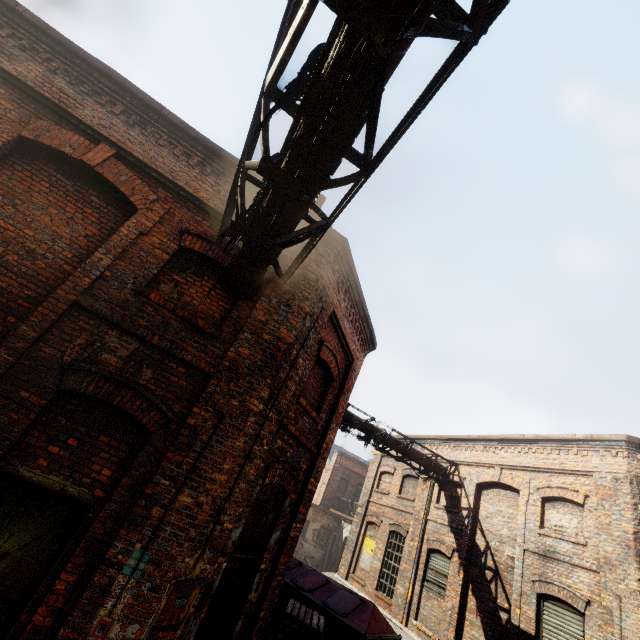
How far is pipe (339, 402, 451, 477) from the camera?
13.45m

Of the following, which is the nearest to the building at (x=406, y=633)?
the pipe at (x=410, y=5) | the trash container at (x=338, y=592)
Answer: the trash container at (x=338, y=592)

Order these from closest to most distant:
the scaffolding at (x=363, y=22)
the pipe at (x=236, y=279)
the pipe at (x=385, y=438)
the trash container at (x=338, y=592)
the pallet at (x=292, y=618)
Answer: the scaffolding at (x=363, y=22)
the pipe at (x=236, y=279)
the pallet at (x=292, y=618)
the trash container at (x=338, y=592)
the pipe at (x=385, y=438)

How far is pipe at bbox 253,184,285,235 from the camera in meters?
3.4

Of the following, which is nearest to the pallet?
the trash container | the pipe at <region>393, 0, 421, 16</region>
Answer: the trash container

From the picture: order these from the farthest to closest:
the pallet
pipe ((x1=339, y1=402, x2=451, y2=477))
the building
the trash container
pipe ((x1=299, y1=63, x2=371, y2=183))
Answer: pipe ((x1=339, y1=402, x2=451, y2=477)) → the building → the trash container → the pallet → pipe ((x1=299, y1=63, x2=371, y2=183))

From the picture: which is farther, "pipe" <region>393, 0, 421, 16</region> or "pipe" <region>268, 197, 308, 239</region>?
"pipe" <region>268, 197, 308, 239</region>

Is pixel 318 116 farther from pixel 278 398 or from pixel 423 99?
pixel 278 398
